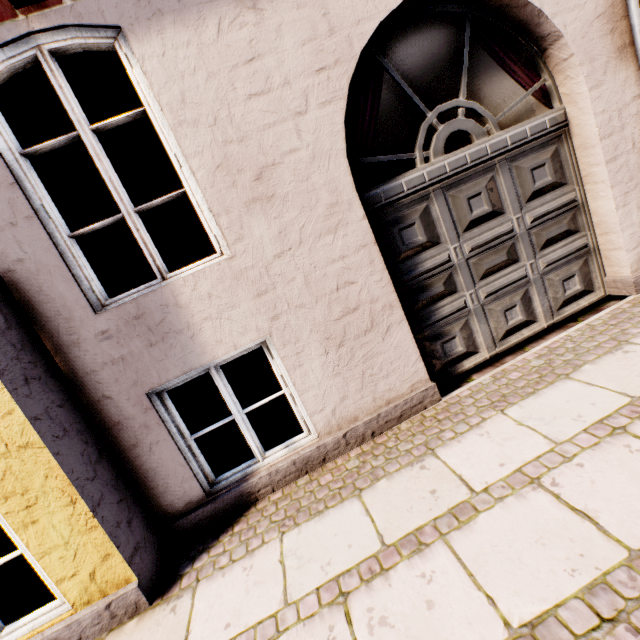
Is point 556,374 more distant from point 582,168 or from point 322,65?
point 322,65
